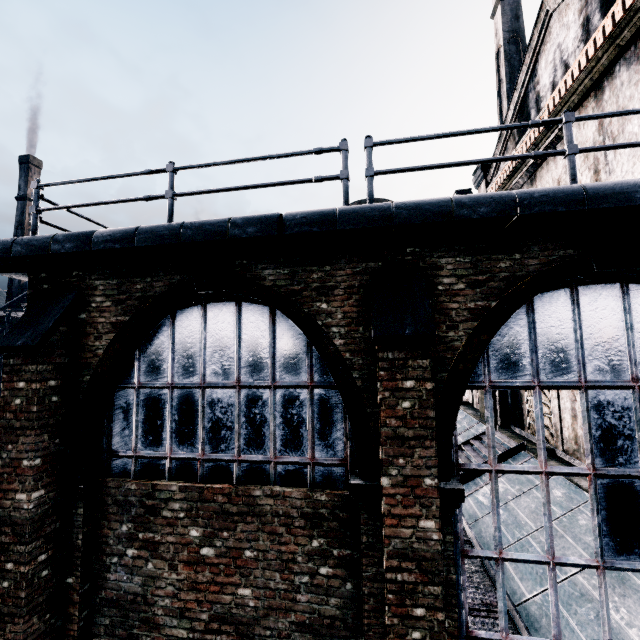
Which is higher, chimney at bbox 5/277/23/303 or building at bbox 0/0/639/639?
chimney at bbox 5/277/23/303

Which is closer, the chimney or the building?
the building

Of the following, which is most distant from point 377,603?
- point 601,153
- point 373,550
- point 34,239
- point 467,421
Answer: point 467,421

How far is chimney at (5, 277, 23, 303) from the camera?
59.3 meters

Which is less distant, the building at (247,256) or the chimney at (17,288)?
the building at (247,256)

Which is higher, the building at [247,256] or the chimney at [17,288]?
the chimney at [17,288]
